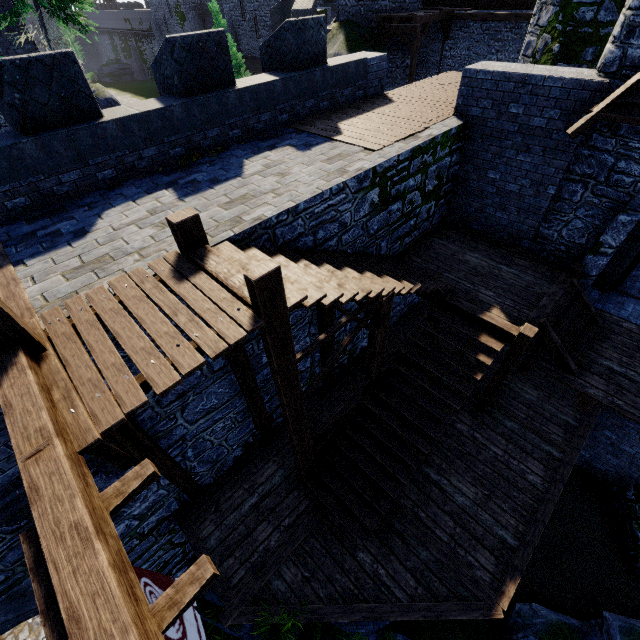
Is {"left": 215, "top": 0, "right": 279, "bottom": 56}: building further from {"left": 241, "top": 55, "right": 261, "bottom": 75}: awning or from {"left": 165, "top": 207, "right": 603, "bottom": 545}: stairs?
{"left": 165, "top": 207, "right": 603, "bottom": 545}: stairs

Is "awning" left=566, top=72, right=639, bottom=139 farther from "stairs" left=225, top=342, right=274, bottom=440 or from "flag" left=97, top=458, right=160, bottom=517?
"flag" left=97, top=458, right=160, bottom=517

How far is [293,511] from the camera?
7.6 meters

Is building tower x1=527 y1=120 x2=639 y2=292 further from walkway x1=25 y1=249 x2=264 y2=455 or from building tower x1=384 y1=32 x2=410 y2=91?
building tower x1=384 y1=32 x2=410 y2=91

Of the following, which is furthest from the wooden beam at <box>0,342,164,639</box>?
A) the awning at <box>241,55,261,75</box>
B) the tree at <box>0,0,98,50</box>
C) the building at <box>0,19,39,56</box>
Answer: the awning at <box>241,55,261,75</box>

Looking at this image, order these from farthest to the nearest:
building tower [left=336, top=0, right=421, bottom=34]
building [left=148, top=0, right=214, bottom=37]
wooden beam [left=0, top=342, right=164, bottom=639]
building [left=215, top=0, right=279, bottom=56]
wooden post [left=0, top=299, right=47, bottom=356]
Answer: building [left=148, top=0, right=214, bottom=37]
building [left=215, top=0, right=279, bottom=56]
building tower [left=336, top=0, right=421, bottom=34]
wooden post [left=0, top=299, right=47, bottom=356]
wooden beam [left=0, top=342, right=164, bottom=639]

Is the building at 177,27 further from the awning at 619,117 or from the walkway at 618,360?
the walkway at 618,360

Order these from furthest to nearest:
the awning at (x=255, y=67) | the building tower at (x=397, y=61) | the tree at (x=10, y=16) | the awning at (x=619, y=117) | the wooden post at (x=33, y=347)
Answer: the awning at (x=255, y=67) → the building tower at (x=397, y=61) → the tree at (x=10, y=16) → the awning at (x=619, y=117) → the wooden post at (x=33, y=347)
